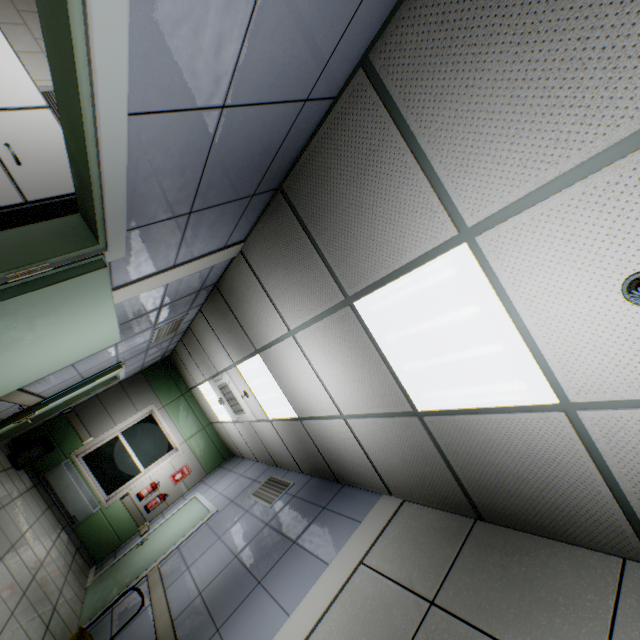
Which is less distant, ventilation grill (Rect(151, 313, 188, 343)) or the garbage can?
ventilation grill (Rect(151, 313, 188, 343))

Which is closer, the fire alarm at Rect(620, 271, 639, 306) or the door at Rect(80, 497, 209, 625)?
the fire alarm at Rect(620, 271, 639, 306)

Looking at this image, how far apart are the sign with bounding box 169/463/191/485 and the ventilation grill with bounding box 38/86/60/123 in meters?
7.0

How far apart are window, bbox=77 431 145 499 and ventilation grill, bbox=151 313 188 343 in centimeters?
347cm

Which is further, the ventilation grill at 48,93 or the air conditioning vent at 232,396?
the air conditioning vent at 232,396

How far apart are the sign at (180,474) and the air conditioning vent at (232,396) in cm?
268

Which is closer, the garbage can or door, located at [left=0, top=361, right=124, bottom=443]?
door, located at [left=0, top=361, right=124, bottom=443]

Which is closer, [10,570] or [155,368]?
[10,570]
